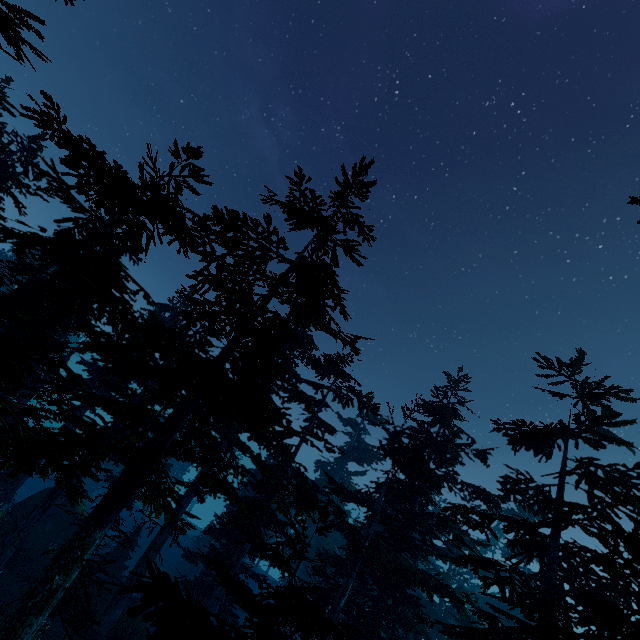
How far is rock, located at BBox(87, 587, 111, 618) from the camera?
18.45m

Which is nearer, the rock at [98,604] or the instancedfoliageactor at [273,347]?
the instancedfoliageactor at [273,347]

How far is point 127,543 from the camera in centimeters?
965cm

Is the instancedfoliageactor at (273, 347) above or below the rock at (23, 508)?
above

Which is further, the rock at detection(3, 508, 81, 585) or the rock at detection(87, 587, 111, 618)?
the rock at detection(3, 508, 81, 585)

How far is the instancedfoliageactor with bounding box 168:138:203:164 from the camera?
8.1m

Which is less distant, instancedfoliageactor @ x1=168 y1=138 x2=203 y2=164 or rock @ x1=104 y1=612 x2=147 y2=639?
instancedfoliageactor @ x1=168 y1=138 x2=203 y2=164
